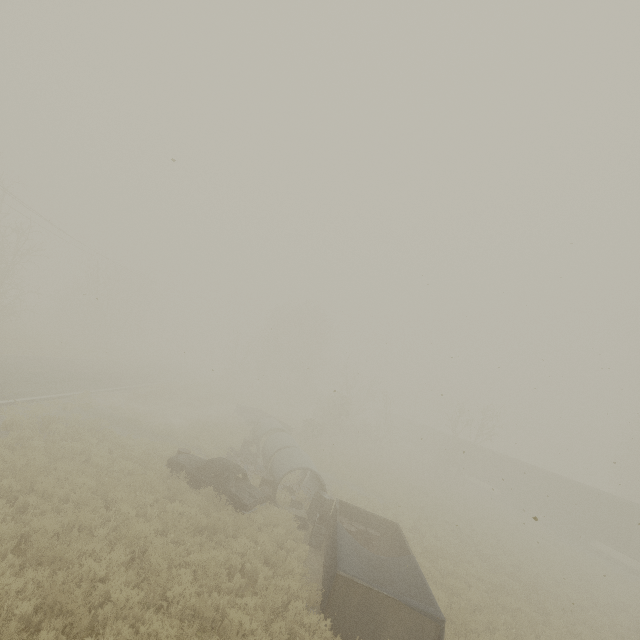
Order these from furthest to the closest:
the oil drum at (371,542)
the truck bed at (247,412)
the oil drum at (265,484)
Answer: the truck bed at (247,412)
the oil drum at (265,484)
the oil drum at (371,542)

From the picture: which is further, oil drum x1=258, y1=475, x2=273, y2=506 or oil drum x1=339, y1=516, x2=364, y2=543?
oil drum x1=258, y1=475, x2=273, y2=506

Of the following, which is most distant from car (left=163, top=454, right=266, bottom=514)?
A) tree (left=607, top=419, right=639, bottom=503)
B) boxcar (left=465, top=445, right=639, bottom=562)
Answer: tree (left=607, top=419, right=639, bottom=503)

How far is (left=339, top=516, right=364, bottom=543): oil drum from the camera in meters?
12.6 m

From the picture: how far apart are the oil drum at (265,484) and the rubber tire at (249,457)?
2.87m

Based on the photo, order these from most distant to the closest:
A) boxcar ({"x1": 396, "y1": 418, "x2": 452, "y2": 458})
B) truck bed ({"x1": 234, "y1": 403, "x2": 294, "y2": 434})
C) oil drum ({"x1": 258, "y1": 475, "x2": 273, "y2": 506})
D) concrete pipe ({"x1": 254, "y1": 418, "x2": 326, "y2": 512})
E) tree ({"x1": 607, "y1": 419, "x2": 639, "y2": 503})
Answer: boxcar ({"x1": 396, "y1": 418, "x2": 452, "y2": 458})
tree ({"x1": 607, "y1": 419, "x2": 639, "y2": 503})
truck bed ({"x1": 234, "y1": 403, "x2": 294, "y2": 434})
concrete pipe ({"x1": 254, "y1": 418, "x2": 326, "y2": 512})
oil drum ({"x1": 258, "y1": 475, "x2": 273, "y2": 506})

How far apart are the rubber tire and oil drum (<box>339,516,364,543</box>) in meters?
7.1

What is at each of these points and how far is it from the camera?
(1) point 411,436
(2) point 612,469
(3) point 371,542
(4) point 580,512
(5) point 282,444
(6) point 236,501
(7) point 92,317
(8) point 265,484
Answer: (1) boxcar, 54.81m
(2) tree, 44.56m
(3) oil drum, 12.95m
(4) boxcar, 28.06m
(5) concrete pipe, 19.23m
(6) car, 12.28m
(7) tree, 51.22m
(8) oil drum, 15.19m
